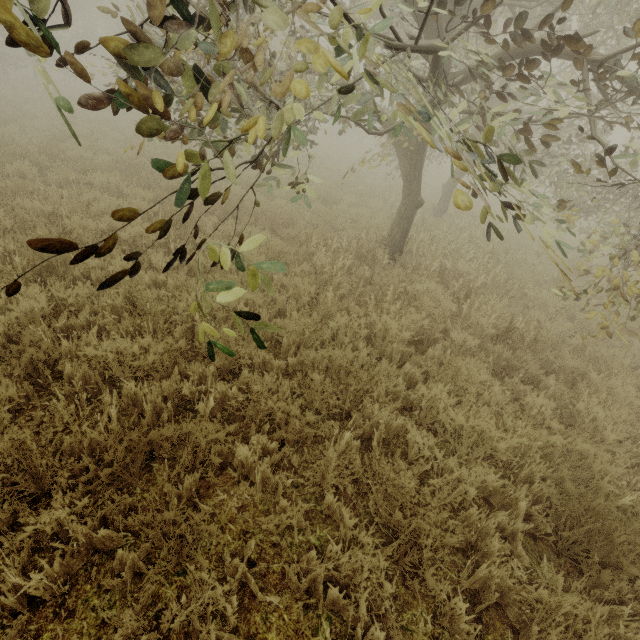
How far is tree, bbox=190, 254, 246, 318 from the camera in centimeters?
177cm

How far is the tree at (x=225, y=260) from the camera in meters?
1.7 m

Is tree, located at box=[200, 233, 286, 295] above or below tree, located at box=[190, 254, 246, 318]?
above

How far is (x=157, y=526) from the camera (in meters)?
2.49

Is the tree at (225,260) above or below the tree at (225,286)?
above
